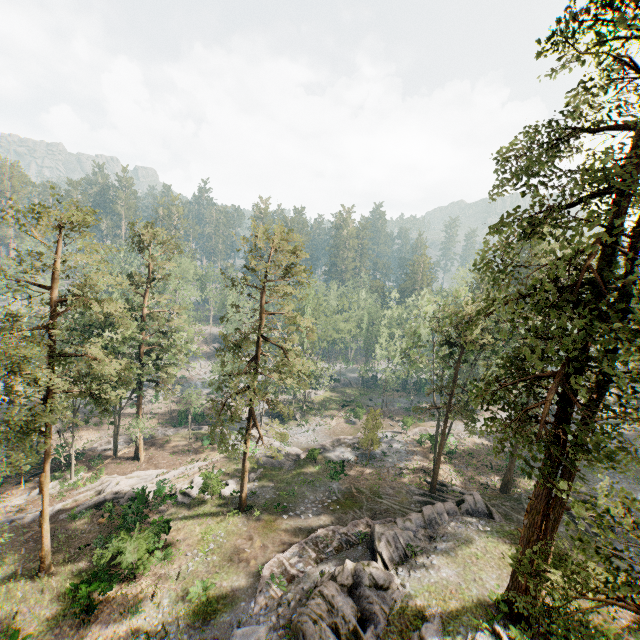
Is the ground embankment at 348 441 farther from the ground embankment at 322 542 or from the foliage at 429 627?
the ground embankment at 322 542

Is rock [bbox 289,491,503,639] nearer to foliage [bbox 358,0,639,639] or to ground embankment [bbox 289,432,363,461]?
foliage [bbox 358,0,639,639]

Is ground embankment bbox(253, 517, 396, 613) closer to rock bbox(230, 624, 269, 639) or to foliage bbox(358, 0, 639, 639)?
rock bbox(230, 624, 269, 639)

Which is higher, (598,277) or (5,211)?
(5,211)

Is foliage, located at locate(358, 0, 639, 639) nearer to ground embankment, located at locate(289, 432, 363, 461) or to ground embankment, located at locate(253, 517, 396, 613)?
ground embankment, located at locate(289, 432, 363, 461)

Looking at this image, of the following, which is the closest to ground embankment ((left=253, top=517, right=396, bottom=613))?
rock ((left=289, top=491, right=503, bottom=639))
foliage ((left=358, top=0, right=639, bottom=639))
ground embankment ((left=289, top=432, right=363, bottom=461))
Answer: rock ((left=289, top=491, right=503, bottom=639))

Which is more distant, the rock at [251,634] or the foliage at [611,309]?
the rock at [251,634]

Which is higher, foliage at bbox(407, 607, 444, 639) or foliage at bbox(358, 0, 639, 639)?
foliage at bbox(358, 0, 639, 639)
